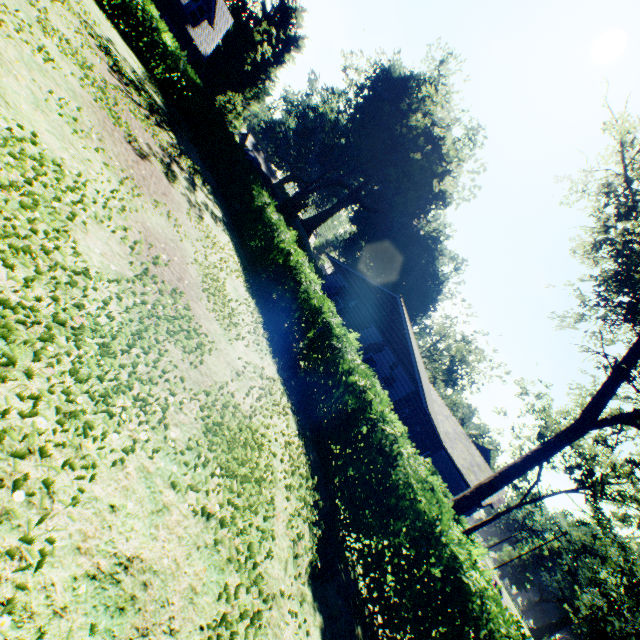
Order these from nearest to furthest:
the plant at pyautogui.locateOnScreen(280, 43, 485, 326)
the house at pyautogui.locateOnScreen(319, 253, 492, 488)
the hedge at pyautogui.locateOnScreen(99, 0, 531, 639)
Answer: the hedge at pyautogui.locateOnScreen(99, 0, 531, 639), the house at pyautogui.locateOnScreen(319, 253, 492, 488), the plant at pyautogui.locateOnScreen(280, 43, 485, 326)

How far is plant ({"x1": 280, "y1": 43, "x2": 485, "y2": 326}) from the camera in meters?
35.3

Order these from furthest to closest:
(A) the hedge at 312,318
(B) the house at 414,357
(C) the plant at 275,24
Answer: (C) the plant at 275,24 < (B) the house at 414,357 < (A) the hedge at 312,318

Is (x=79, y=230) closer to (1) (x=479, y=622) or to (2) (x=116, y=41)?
(1) (x=479, y=622)

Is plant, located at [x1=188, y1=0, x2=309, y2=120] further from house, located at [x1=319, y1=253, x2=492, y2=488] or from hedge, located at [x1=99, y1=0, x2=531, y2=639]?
hedge, located at [x1=99, y1=0, x2=531, y2=639]

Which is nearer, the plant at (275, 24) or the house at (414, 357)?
the house at (414, 357)

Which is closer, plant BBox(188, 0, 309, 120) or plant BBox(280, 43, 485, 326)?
plant BBox(280, 43, 485, 326)

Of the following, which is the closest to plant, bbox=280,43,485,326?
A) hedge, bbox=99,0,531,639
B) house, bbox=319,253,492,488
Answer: house, bbox=319,253,492,488
